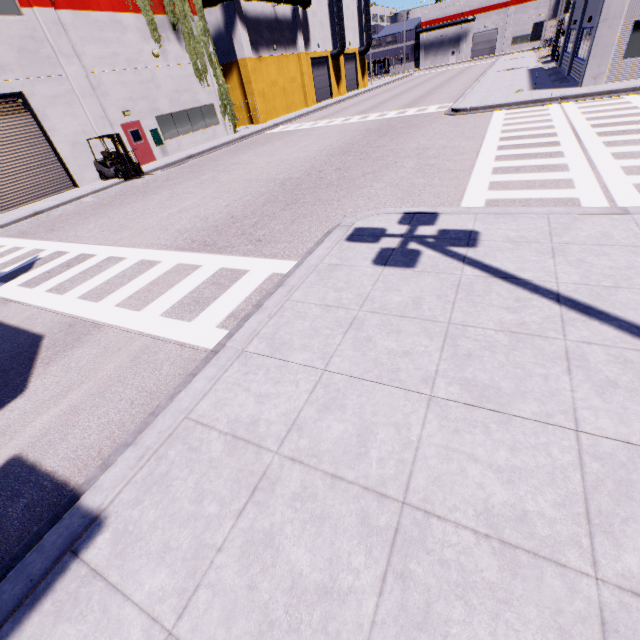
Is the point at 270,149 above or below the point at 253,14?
below

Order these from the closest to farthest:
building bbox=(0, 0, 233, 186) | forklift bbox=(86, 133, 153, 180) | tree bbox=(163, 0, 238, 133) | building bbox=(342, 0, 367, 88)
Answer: building bbox=(0, 0, 233, 186)
forklift bbox=(86, 133, 153, 180)
tree bbox=(163, 0, 238, 133)
building bbox=(342, 0, 367, 88)

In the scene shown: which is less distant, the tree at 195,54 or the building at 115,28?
the building at 115,28

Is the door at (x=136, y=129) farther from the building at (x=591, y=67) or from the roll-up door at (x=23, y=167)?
the roll-up door at (x=23, y=167)

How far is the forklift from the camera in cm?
1703

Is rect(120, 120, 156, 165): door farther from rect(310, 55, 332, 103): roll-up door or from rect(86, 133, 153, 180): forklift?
rect(310, 55, 332, 103): roll-up door

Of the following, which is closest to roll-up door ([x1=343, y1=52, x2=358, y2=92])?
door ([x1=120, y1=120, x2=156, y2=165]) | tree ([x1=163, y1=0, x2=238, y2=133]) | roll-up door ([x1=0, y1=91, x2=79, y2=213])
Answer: tree ([x1=163, y1=0, x2=238, y2=133])

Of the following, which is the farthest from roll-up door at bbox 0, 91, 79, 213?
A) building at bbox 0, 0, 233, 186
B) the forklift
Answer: the forklift
